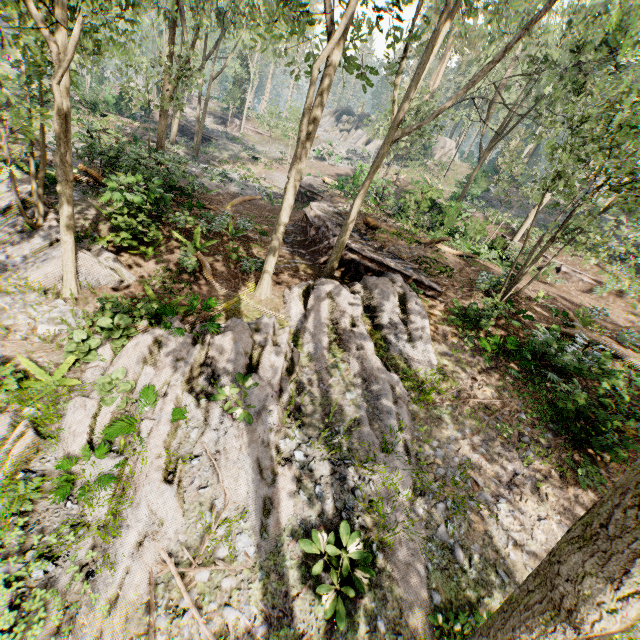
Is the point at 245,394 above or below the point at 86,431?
above

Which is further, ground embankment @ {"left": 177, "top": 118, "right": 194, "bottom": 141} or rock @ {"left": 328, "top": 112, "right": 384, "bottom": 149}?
rock @ {"left": 328, "top": 112, "right": 384, "bottom": 149}

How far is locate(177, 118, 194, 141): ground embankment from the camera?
38.69m

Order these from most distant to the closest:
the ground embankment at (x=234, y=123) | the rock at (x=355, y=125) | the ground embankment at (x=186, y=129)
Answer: the rock at (x=355, y=125), the ground embankment at (x=234, y=123), the ground embankment at (x=186, y=129)

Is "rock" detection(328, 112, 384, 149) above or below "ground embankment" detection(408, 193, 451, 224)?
above

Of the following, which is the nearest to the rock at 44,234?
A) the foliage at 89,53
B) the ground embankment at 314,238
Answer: the foliage at 89,53

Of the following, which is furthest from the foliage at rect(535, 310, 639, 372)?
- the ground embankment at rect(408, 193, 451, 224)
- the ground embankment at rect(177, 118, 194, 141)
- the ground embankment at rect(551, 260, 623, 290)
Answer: the ground embankment at rect(408, 193, 451, 224)

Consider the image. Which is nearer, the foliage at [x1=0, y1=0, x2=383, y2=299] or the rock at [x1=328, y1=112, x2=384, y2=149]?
the foliage at [x1=0, y1=0, x2=383, y2=299]
